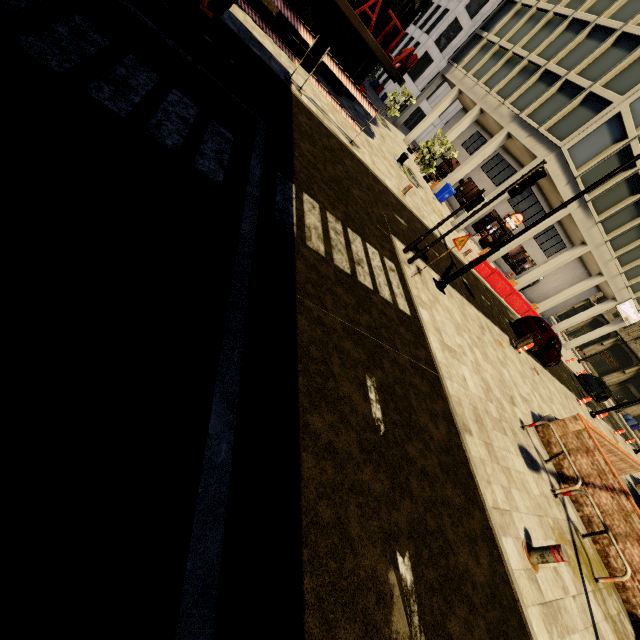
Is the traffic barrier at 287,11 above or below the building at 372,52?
below

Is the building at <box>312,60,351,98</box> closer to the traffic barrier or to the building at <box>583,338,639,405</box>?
the traffic barrier

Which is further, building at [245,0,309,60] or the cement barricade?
the cement barricade

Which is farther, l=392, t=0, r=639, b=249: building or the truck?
l=392, t=0, r=639, b=249: building

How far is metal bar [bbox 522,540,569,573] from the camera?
5.1 meters

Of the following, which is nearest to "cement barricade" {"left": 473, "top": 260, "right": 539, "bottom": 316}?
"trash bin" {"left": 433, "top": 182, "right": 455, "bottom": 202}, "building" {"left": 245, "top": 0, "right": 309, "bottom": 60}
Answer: "trash bin" {"left": 433, "top": 182, "right": 455, "bottom": 202}

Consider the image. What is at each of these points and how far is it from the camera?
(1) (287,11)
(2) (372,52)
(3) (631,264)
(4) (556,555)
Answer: (1) traffic barrier, 10.0 meters
(2) building, 13.7 meters
(3) building, 26.2 meters
(4) metal bar, 5.1 meters

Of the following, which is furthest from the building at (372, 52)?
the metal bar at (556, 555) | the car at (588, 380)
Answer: the car at (588, 380)
